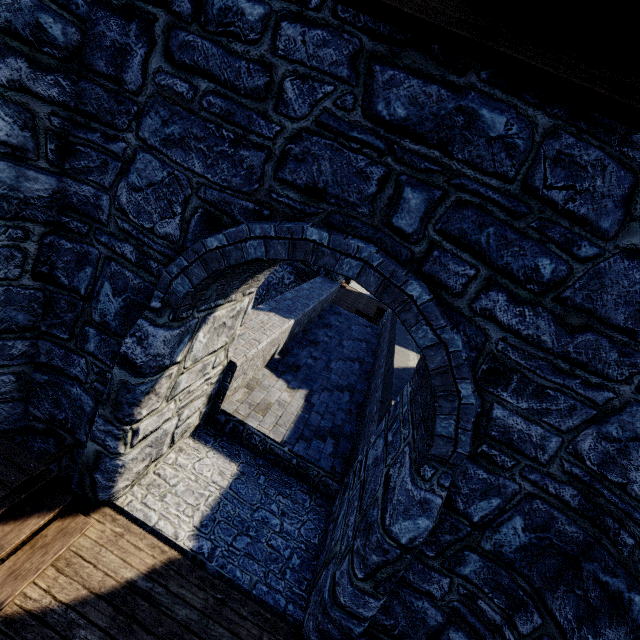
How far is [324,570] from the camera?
4.1 meters
